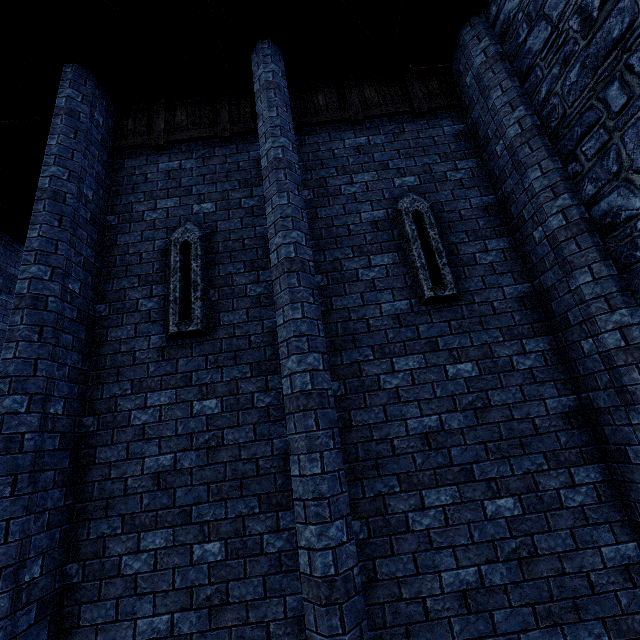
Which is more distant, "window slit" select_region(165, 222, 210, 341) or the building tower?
"window slit" select_region(165, 222, 210, 341)

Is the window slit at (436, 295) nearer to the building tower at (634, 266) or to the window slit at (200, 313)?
the building tower at (634, 266)

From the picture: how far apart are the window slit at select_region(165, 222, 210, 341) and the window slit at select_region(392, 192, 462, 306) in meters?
2.8

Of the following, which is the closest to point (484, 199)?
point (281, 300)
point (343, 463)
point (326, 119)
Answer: point (326, 119)

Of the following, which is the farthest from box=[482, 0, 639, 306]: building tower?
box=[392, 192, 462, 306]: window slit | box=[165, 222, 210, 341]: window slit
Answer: box=[165, 222, 210, 341]: window slit

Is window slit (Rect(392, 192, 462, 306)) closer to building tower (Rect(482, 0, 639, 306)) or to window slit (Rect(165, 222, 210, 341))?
building tower (Rect(482, 0, 639, 306))
